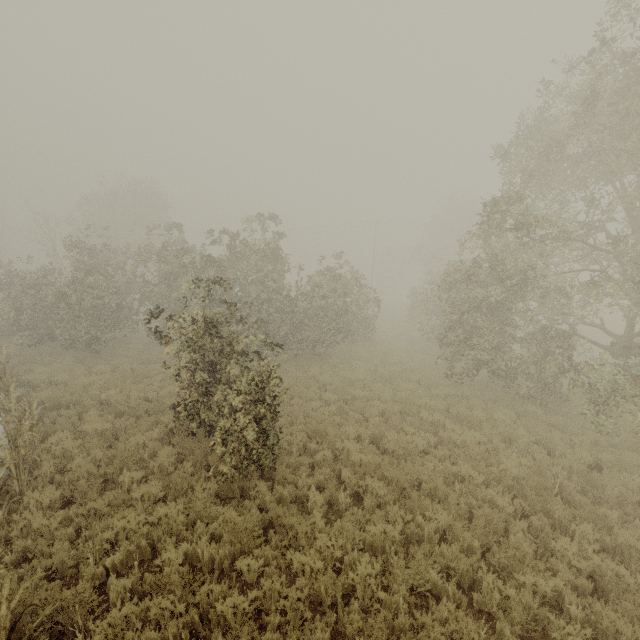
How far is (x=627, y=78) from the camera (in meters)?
7.56
